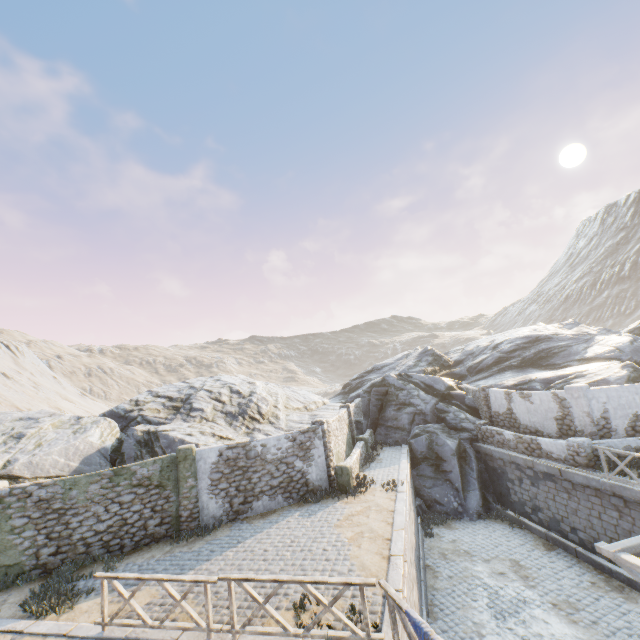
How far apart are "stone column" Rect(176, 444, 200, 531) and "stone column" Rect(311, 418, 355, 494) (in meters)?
5.12

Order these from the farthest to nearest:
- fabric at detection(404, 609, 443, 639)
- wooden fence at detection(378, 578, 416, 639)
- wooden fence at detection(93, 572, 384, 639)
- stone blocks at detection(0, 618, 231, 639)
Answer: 1. stone blocks at detection(0, 618, 231, 639)
2. wooden fence at detection(93, 572, 384, 639)
3. wooden fence at detection(378, 578, 416, 639)
4. fabric at detection(404, 609, 443, 639)

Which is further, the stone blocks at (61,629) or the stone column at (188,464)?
the stone column at (188,464)

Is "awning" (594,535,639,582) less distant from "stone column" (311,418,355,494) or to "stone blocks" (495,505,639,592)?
"stone blocks" (495,505,639,592)

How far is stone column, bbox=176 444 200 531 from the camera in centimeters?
1242cm

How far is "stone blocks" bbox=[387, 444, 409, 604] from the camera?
7.7m

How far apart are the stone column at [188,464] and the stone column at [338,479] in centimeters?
512cm

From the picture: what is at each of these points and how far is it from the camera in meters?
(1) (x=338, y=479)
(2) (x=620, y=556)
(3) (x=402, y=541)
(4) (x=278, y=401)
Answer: (1) stone column, 14.4 m
(2) awning, 8.1 m
(3) stone blocks, 9.4 m
(4) rock, 25.0 m
